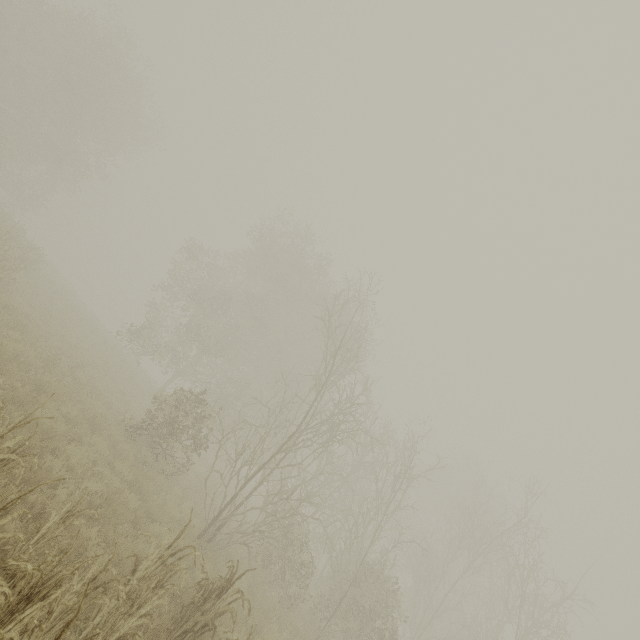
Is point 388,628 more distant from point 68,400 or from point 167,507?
point 68,400
